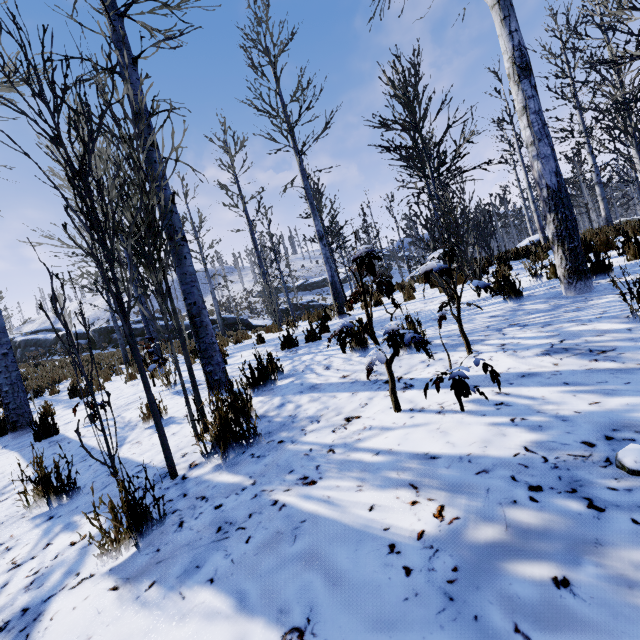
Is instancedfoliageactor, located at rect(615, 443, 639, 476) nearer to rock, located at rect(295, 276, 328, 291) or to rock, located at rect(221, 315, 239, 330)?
rock, located at rect(221, 315, 239, 330)

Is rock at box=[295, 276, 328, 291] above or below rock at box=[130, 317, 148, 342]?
above

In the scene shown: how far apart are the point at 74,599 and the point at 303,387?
2.07m

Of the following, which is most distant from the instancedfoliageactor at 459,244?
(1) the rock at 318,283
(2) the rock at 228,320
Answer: (1) the rock at 318,283

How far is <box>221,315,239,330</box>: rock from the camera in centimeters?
2644cm

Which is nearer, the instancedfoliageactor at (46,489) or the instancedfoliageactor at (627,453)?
the instancedfoliageactor at (627,453)

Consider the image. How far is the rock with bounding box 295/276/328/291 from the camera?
51.7 meters

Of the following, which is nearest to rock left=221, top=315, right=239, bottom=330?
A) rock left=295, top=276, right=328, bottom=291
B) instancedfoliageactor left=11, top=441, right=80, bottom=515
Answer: instancedfoliageactor left=11, top=441, right=80, bottom=515
